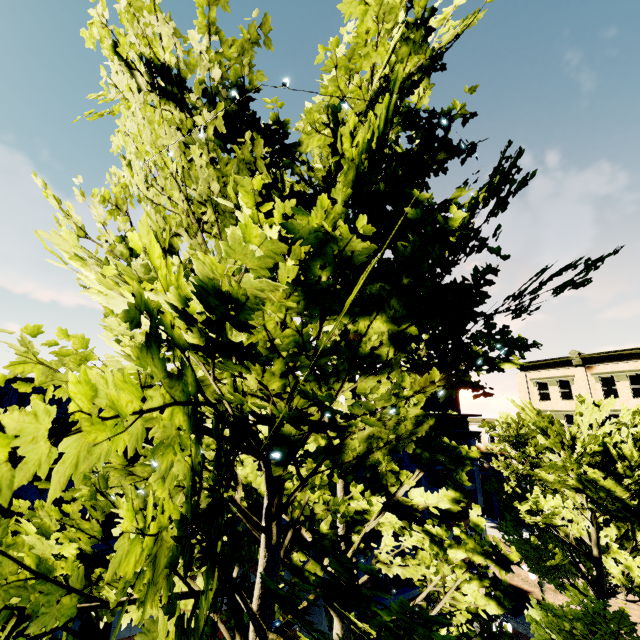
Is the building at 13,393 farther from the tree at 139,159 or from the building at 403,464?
the tree at 139,159

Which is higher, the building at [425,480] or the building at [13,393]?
the building at [13,393]

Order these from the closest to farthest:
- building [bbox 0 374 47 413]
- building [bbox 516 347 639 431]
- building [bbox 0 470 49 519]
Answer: building [bbox 0 470 49 519]
building [bbox 516 347 639 431]
building [bbox 0 374 47 413]

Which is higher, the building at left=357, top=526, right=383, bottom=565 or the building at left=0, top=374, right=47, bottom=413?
the building at left=0, top=374, right=47, bottom=413

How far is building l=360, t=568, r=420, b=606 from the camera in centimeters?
963cm

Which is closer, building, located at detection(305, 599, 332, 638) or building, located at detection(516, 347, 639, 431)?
building, located at detection(305, 599, 332, 638)

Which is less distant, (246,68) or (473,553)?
(246,68)
